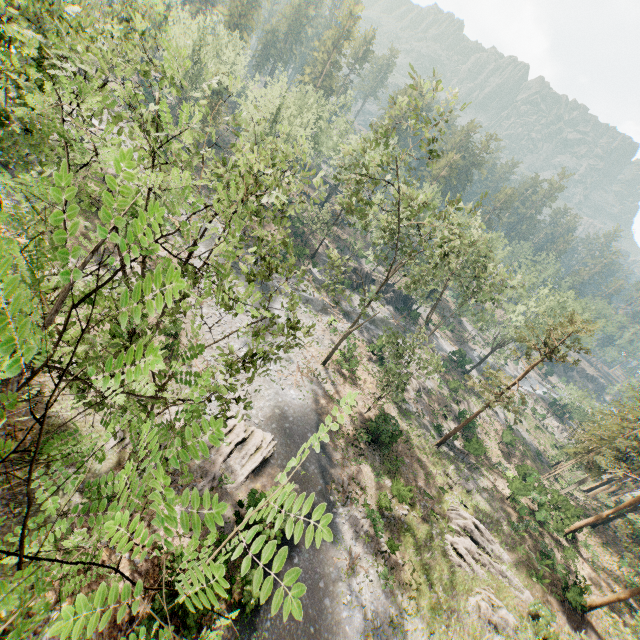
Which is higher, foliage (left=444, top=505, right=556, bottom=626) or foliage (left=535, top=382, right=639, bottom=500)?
foliage (left=535, top=382, right=639, bottom=500)

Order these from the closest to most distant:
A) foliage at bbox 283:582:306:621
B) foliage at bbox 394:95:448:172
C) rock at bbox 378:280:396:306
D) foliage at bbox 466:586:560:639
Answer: foliage at bbox 283:582:306:621, foliage at bbox 466:586:560:639, foliage at bbox 394:95:448:172, rock at bbox 378:280:396:306

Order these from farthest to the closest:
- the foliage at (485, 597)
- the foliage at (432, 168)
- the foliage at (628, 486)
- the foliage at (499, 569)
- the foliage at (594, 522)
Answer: the foliage at (628, 486)
the foliage at (499, 569)
the foliage at (594, 522)
the foliage at (432, 168)
the foliage at (485, 597)

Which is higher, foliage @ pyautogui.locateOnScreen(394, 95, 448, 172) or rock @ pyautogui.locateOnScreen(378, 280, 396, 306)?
foliage @ pyautogui.locateOnScreen(394, 95, 448, 172)

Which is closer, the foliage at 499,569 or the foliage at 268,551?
the foliage at 268,551

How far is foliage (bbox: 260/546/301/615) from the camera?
1.59m

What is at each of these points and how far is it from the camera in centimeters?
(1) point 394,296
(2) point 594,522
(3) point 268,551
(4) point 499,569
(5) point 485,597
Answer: (1) rock, 5953cm
(2) foliage, 2944cm
(3) foliage, 169cm
(4) foliage, 2475cm
(5) foliage, 2298cm
